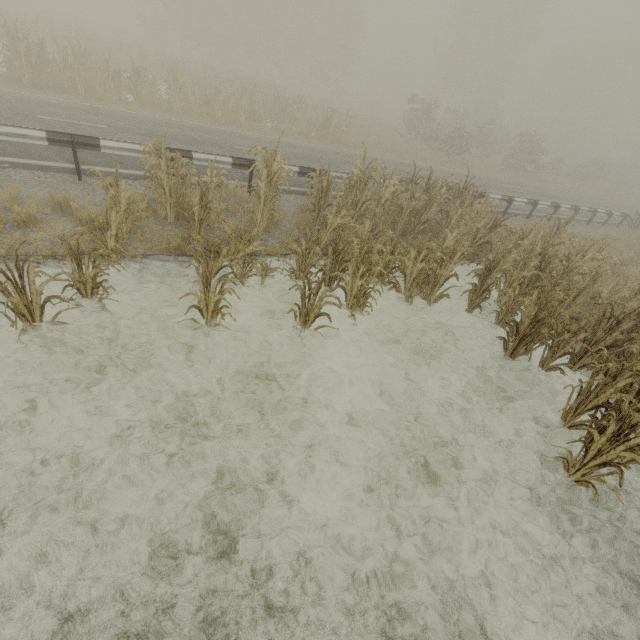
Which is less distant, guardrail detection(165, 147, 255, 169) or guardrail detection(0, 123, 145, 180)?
guardrail detection(0, 123, 145, 180)

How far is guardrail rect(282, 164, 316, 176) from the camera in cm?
963

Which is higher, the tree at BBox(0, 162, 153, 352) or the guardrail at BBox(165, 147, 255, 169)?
the guardrail at BBox(165, 147, 255, 169)

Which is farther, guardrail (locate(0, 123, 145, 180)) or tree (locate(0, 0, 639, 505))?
guardrail (locate(0, 123, 145, 180))

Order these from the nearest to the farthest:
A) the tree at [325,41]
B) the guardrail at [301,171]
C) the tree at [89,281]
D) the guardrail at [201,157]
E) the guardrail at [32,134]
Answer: the tree at [89,281] → the tree at [325,41] → the guardrail at [32,134] → the guardrail at [201,157] → the guardrail at [301,171]

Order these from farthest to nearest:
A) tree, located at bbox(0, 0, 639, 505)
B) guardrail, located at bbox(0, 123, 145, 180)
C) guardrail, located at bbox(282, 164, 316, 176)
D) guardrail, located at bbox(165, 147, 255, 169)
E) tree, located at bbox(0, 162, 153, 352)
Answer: guardrail, located at bbox(282, 164, 316, 176), guardrail, located at bbox(165, 147, 255, 169), guardrail, located at bbox(0, 123, 145, 180), tree, located at bbox(0, 0, 639, 505), tree, located at bbox(0, 162, 153, 352)

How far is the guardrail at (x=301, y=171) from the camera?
9.63m

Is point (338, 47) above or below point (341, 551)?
above
